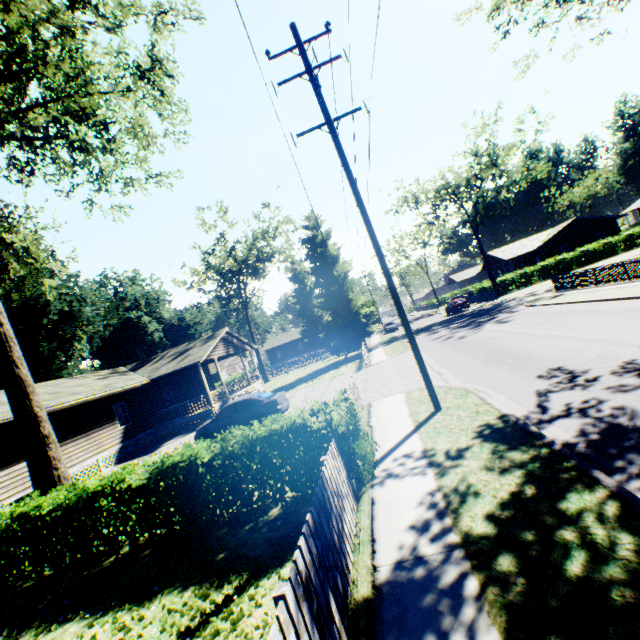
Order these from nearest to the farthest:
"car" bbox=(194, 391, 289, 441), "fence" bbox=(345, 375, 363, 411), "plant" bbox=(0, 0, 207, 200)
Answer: "plant" bbox=(0, 0, 207, 200), "fence" bbox=(345, 375, 363, 411), "car" bbox=(194, 391, 289, 441)

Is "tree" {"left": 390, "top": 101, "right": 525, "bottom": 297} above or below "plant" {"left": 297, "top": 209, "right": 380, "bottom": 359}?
above

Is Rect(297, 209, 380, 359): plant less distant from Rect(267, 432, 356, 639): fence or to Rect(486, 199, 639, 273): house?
Rect(267, 432, 356, 639): fence

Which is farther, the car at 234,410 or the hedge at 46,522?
the car at 234,410

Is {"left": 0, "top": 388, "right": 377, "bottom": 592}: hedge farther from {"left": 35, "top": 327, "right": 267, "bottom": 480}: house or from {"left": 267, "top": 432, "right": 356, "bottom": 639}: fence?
{"left": 35, "top": 327, "right": 267, "bottom": 480}: house

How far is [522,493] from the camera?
4.5m

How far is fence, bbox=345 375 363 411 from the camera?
9.97m

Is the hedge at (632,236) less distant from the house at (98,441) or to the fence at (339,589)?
the house at (98,441)
